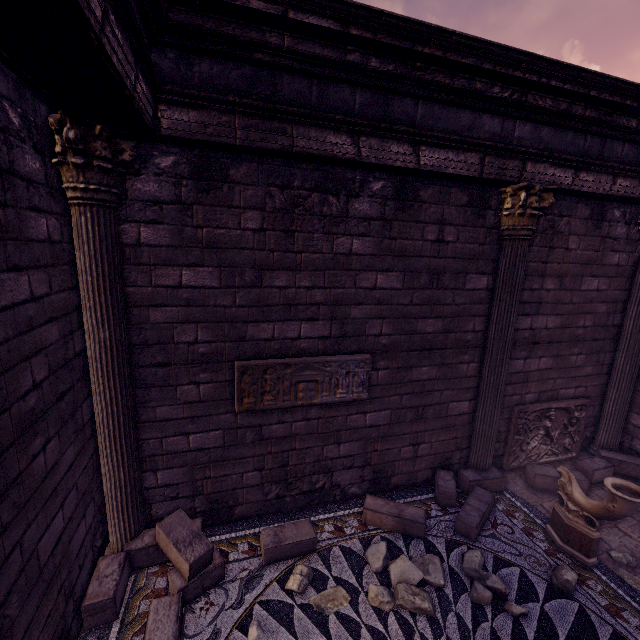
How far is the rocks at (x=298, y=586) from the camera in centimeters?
362cm

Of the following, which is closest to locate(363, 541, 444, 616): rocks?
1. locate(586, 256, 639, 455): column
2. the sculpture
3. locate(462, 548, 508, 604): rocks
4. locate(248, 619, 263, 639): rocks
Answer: locate(462, 548, 508, 604): rocks

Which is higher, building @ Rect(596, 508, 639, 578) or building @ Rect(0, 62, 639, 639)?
building @ Rect(0, 62, 639, 639)

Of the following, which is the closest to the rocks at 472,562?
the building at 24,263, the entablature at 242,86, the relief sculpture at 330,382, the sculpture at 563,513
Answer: the building at 24,263

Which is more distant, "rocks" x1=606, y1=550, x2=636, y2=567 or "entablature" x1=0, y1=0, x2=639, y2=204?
"rocks" x1=606, y1=550, x2=636, y2=567

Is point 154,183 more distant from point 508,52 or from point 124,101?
point 508,52

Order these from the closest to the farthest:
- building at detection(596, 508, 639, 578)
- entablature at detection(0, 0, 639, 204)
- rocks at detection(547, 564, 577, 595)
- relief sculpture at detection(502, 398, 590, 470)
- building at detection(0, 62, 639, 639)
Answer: entablature at detection(0, 0, 639, 204) < building at detection(0, 62, 639, 639) < rocks at detection(547, 564, 577, 595) < building at detection(596, 508, 639, 578) < relief sculpture at detection(502, 398, 590, 470)

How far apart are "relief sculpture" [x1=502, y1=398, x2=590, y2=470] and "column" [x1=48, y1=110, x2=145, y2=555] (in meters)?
5.87
